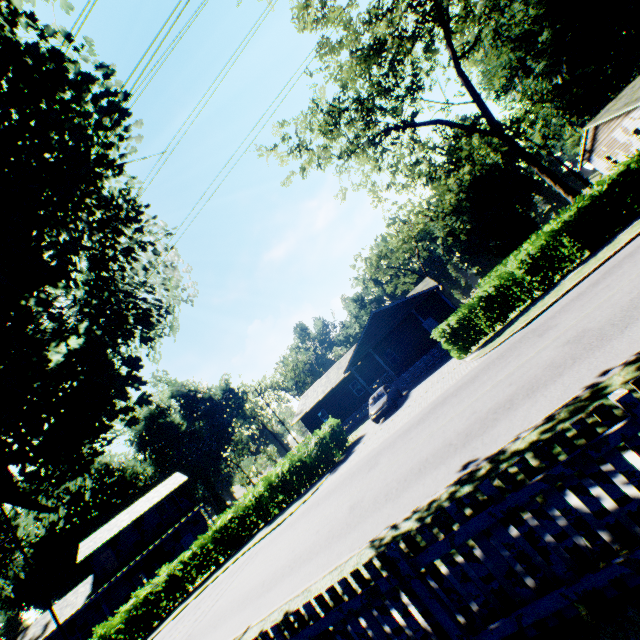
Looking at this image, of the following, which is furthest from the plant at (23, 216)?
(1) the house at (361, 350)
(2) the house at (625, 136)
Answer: (1) the house at (361, 350)

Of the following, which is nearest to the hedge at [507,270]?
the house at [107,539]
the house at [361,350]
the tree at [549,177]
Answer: the tree at [549,177]

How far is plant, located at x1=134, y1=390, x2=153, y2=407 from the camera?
12.73m

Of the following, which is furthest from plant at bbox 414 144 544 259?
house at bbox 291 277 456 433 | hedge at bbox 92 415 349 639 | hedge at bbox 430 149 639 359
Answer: house at bbox 291 277 456 433

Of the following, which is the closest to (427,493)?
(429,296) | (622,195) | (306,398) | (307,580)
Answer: (307,580)

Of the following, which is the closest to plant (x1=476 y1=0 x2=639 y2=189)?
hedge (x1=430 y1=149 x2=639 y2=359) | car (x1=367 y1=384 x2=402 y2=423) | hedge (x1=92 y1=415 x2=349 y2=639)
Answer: hedge (x1=92 y1=415 x2=349 y2=639)

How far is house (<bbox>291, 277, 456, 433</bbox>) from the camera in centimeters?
2700cm

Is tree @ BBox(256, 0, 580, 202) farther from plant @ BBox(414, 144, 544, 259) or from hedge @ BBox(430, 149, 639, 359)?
plant @ BBox(414, 144, 544, 259)
